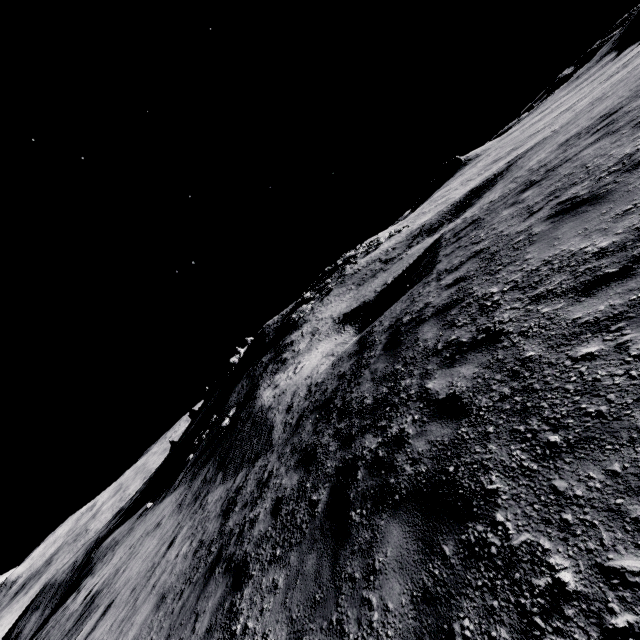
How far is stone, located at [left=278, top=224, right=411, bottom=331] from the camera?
35.3 meters

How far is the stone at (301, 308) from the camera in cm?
3533

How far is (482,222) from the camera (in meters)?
9.71
